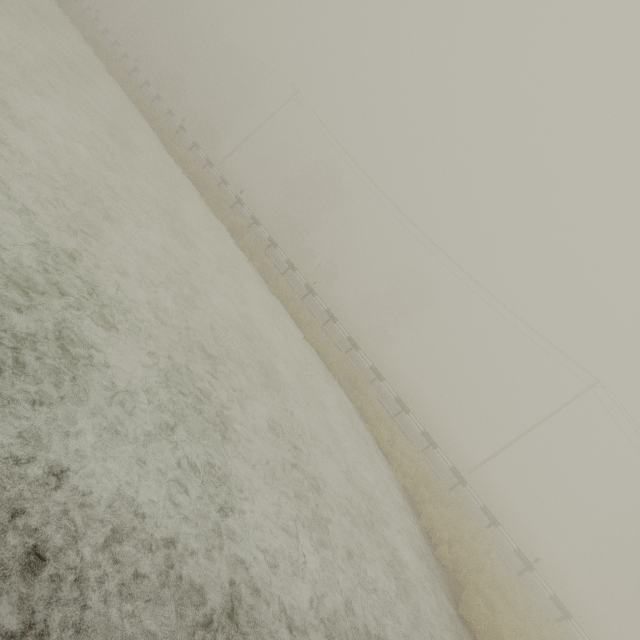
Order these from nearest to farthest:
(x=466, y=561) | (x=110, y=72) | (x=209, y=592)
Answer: (x=209, y=592) < (x=466, y=561) < (x=110, y=72)
